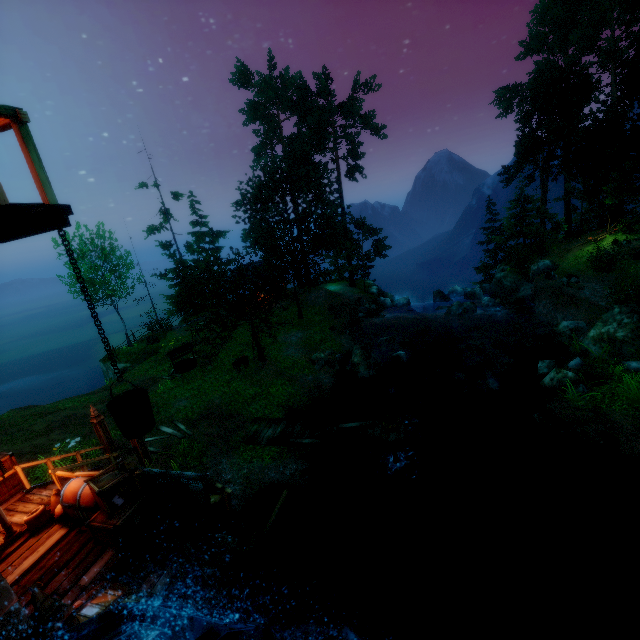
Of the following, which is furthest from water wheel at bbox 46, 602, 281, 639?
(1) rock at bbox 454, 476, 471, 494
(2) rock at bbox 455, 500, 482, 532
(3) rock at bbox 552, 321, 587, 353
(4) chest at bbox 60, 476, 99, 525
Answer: (3) rock at bbox 552, 321, 587, 353

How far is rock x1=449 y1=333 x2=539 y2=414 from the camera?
16.0m

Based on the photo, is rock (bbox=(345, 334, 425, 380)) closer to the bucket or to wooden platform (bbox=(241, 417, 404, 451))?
wooden platform (bbox=(241, 417, 404, 451))

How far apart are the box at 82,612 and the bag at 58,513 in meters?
3.4

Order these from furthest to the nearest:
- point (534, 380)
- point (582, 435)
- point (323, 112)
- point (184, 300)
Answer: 1. point (323, 112)
2. point (184, 300)
3. point (534, 380)
4. point (582, 435)

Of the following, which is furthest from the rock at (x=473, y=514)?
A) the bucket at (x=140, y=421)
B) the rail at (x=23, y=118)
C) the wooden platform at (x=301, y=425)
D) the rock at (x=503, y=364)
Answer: the rail at (x=23, y=118)

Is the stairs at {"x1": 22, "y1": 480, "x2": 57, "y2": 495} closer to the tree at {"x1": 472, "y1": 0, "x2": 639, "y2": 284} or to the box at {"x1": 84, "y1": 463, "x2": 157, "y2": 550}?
the box at {"x1": 84, "y1": 463, "x2": 157, "y2": 550}

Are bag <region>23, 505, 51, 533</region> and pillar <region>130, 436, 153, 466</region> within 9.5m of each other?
yes
